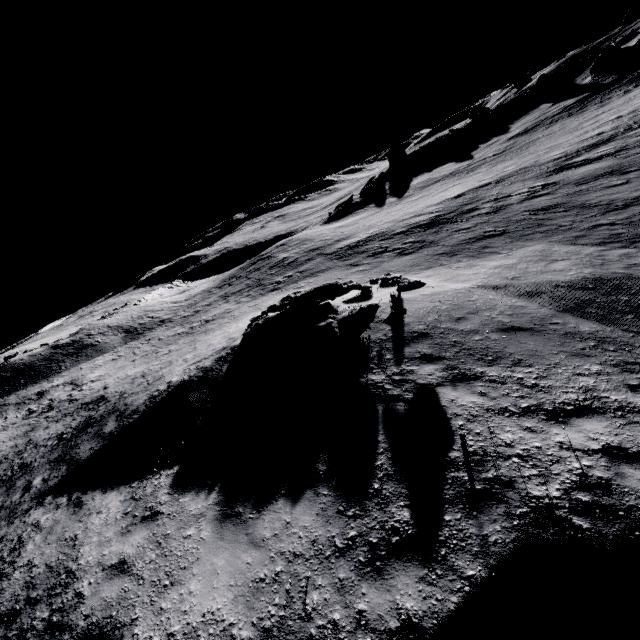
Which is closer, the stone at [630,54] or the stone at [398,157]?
the stone at [630,54]

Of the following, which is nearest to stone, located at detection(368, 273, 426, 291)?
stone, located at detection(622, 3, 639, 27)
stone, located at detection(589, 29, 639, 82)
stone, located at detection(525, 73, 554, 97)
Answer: stone, located at detection(589, 29, 639, 82)

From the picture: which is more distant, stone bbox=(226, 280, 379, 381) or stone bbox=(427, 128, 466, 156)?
stone bbox=(427, 128, 466, 156)

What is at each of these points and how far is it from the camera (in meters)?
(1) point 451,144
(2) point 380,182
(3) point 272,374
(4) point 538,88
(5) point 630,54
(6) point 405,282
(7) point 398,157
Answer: (1) stone, 49.44
(2) stone, 46.62
(3) stone, 9.84
(4) stone, 46.50
(5) stone, 35.19
(6) stone, 9.75
(7) stone, 57.28

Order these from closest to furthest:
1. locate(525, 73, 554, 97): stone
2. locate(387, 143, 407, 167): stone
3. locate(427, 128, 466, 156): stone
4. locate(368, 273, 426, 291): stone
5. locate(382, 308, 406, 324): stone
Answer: locate(382, 308, 406, 324): stone, locate(368, 273, 426, 291): stone, locate(525, 73, 554, 97): stone, locate(427, 128, 466, 156): stone, locate(387, 143, 407, 167): stone

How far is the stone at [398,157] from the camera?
56.7 meters

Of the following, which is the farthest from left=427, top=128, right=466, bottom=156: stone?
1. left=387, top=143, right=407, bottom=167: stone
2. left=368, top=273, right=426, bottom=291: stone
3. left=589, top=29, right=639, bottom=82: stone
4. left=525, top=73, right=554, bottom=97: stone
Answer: → left=368, top=273, right=426, bottom=291: stone

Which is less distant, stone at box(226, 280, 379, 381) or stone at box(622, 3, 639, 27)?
stone at box(226, 280, 379, 381)
